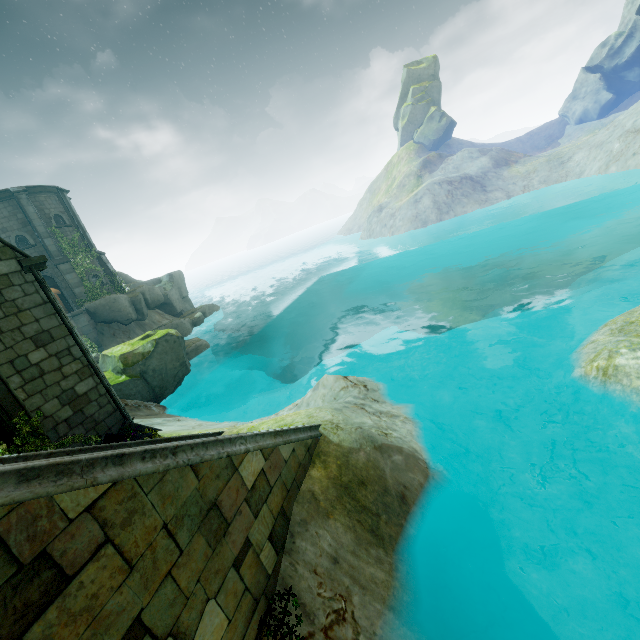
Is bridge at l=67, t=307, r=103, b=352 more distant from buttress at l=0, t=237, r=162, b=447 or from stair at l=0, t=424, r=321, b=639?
stair at l=0, t=424, r=321, b=639

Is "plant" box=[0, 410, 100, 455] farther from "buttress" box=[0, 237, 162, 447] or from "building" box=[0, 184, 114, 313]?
"building" box=[0, 184, 114, 313]

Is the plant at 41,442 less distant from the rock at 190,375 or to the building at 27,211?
the rock at 190,375

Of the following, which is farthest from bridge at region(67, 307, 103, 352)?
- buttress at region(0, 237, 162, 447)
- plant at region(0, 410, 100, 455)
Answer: buttress at region(0, 237, 162, 447)

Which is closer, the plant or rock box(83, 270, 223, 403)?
the plant

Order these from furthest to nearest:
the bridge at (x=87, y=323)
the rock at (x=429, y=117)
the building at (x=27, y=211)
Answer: the rock at (x=429, y=117) → the building at (x=27, y=211) → the bridge at (x=87, y=323)

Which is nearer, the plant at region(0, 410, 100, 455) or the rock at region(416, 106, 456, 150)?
the plant at region(0, 410, 100, 455)

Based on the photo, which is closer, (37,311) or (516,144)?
(37,311)
